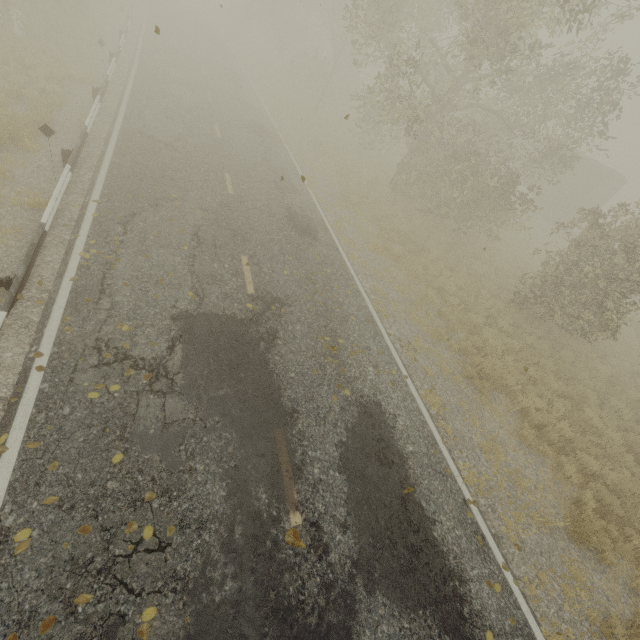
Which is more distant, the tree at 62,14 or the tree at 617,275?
the tree at 62,14

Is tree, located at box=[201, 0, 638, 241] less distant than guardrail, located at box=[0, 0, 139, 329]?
No

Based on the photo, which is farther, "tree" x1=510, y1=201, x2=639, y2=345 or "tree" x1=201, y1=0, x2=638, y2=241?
"tree" x1=201, y1=0, x2=638, y2=241

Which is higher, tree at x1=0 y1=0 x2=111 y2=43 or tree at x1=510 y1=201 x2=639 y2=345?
tree at x1=510 y1=201 x2=639 y2=345

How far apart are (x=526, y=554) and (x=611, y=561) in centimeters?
207cm

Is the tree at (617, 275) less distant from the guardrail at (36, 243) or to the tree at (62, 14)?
the tree at (62, 14)

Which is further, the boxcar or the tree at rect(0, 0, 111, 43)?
the boxcar

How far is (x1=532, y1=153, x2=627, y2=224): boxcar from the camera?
24.3 meters
